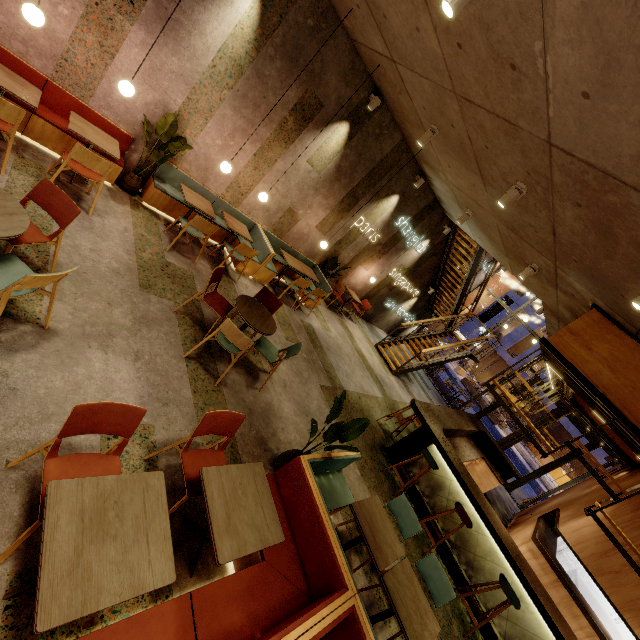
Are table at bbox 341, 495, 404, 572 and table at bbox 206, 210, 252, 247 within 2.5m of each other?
no

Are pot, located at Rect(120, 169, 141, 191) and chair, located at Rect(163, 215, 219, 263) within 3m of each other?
yes

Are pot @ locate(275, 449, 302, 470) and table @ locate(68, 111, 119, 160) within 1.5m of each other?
no

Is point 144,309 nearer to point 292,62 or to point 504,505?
point 292,62

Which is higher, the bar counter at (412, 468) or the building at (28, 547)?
the bar counter at (412, 468)

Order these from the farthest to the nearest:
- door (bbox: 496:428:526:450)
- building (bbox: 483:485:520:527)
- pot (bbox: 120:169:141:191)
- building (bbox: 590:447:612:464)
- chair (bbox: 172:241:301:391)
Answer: building (bbox: 590:447:612:464)
door (bbox: 496:428:526:450)
building (bbox: 483:485:520:527)
pot (bbox: 120:169:141:191)
chair (bbox: 172:241:301:391)

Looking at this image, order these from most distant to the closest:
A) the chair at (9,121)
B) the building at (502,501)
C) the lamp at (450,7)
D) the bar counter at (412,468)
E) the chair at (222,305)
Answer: the building at (502,501), the bar counter at (412,468), the chair at (222,305), the chair at (9,121), the lamp at (450,7)

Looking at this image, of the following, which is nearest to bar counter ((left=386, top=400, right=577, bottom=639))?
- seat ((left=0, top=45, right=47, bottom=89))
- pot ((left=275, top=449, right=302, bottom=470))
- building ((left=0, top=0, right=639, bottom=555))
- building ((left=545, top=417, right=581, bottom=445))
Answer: building ((left=0, top=0, right=639, bottom=555))
